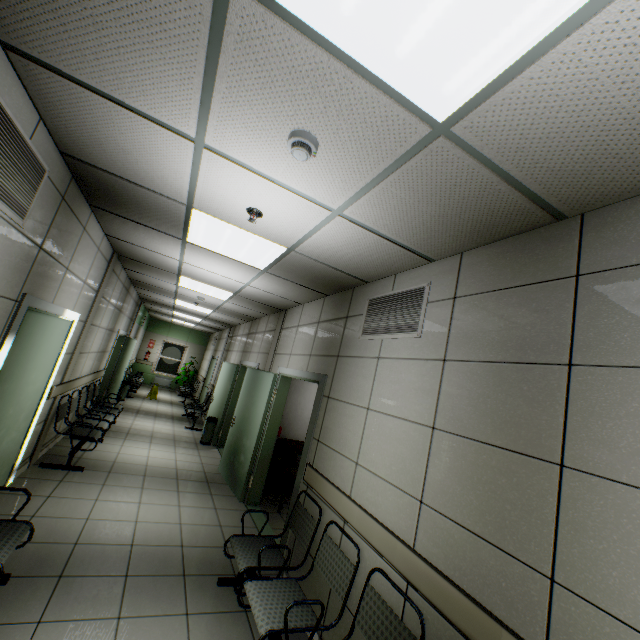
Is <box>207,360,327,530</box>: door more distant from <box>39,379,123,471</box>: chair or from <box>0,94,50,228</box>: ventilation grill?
<box>0,94,50,228</box>: ventilation grill

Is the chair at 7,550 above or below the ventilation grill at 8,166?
below

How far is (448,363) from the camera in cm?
230

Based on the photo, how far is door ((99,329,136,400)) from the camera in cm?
919

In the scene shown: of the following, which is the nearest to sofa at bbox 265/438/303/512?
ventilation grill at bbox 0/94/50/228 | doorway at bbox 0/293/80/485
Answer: doorway at bbox 0/293/80/485

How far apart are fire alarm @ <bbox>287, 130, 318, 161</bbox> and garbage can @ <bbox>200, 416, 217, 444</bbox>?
7.5m

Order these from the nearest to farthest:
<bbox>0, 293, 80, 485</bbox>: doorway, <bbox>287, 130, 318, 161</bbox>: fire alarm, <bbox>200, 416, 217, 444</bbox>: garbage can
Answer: <bbox>287, 130, 318, 161</bbox>: fire alarm
<bbox>0, 293, 80, 485</bbox>: doorway
<bbox>200, 416, 217, 444</bbox>: garbage can

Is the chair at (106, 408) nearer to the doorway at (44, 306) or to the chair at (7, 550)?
the doorway at (44, 306)
